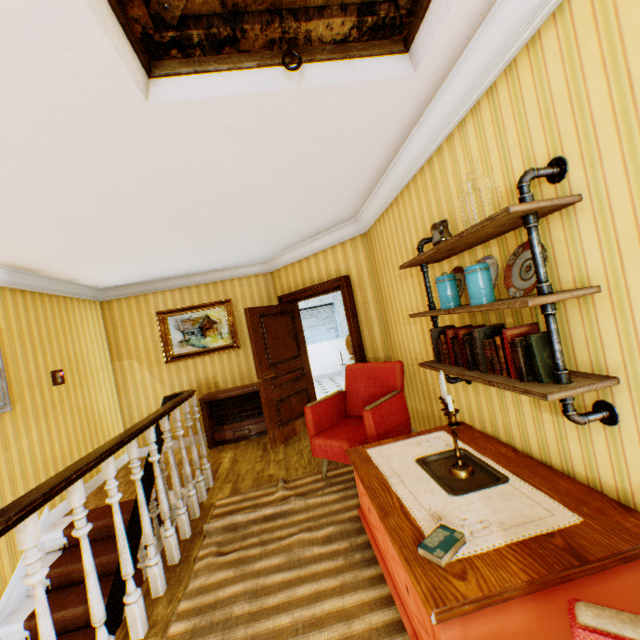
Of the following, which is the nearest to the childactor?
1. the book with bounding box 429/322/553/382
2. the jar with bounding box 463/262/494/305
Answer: the book with bounding box 429/322/553/382

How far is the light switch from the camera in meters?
4.4 m

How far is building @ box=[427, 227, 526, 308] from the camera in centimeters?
193cm

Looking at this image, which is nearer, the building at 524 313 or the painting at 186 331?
the building at 524 313

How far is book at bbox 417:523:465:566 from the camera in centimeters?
140cm

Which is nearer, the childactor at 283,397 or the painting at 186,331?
Result: the childactor at 283,397

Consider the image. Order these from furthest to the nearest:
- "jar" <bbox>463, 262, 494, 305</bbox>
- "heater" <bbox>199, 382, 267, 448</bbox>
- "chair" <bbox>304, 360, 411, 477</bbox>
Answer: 1. "heater" <bbox>199, 382, 267, 448</bbox>
2. "chair" <bbox>304, 360, 411, 477</bbox>
3. "jar" <bbox>463, 262, 494, 305</bbox>

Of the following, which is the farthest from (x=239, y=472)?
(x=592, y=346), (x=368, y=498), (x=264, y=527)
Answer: (x=592, y=346)
